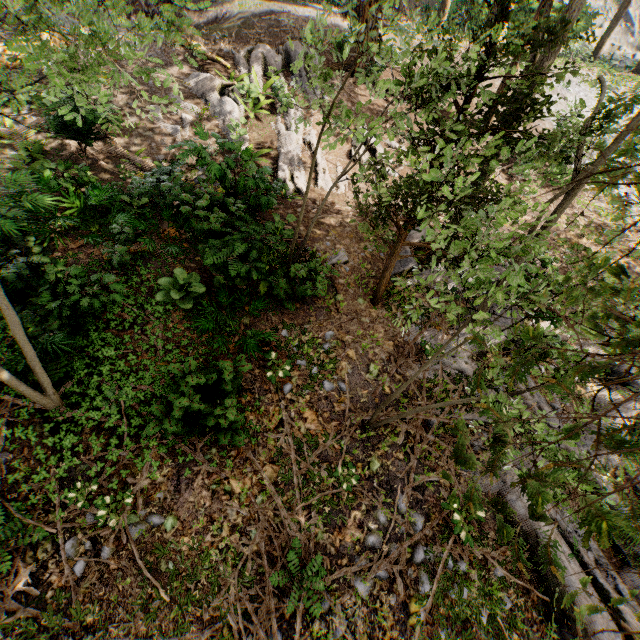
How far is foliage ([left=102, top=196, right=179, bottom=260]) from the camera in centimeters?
748cm

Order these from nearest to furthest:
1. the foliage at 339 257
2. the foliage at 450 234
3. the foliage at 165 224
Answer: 1. the foliage at 450 234
2. the foliage at 165 224
3. the foliage at 339 257

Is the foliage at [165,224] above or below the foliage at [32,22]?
below

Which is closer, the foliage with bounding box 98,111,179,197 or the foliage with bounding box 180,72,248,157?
the foliage with bounding box 98,111,179,197

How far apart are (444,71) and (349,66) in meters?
13.0
